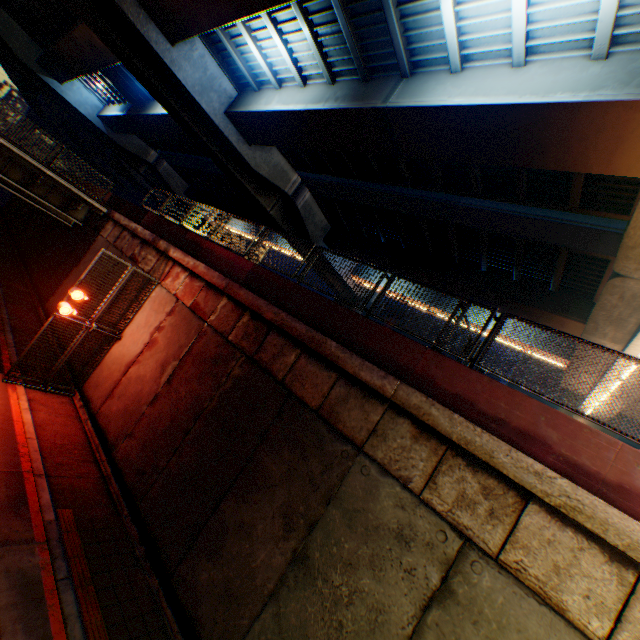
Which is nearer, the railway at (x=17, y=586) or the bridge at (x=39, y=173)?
the railway at (x=17, y=586)

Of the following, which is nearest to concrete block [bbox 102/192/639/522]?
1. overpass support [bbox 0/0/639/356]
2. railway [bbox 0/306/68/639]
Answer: overpass support [bbox 0/0/639/356]

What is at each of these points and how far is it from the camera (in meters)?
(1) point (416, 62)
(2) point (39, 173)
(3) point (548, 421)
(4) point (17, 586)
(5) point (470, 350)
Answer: (1) overpass support, 10.39
(2) bridge, 15.19
(3) concrete block, 4.91
(4) railway, 5.25
(5) metal fence, 5.95

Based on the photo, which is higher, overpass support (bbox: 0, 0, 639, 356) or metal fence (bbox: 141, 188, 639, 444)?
overpass support (bbox: 0, 0, 639, 356)

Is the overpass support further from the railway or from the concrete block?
the railway

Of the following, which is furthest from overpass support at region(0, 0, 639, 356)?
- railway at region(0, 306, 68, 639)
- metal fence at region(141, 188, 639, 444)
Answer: railway at region(0, 306, 68, 639)

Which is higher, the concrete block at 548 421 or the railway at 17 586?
the concrete block at 548 421
